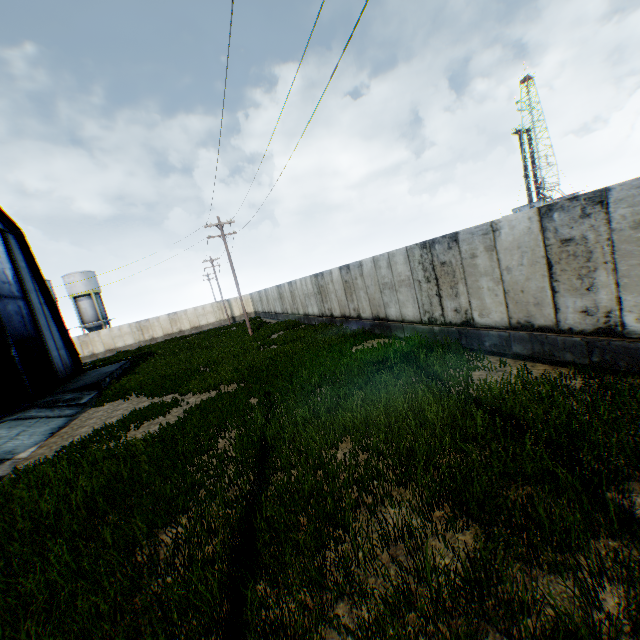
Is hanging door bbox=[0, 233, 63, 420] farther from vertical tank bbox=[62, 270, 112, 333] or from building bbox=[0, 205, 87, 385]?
vertical tank bbox=[62, 270, 112, 333]

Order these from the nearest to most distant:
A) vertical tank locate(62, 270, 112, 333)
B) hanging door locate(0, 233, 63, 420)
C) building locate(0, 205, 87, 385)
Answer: hanging door locate(0, 233, 63, 420), building locate(0, 205, 87, 385), vertical tank locate(62, 270, 112, 333)

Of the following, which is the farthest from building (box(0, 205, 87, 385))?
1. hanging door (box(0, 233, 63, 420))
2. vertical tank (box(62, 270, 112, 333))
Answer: vertical tank (box(62, 270, 112, 333))

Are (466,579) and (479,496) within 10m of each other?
yes

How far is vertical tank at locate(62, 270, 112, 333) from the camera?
46.3m

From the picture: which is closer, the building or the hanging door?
the hanging door

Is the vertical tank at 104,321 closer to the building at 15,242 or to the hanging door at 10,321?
the building at 15,242
